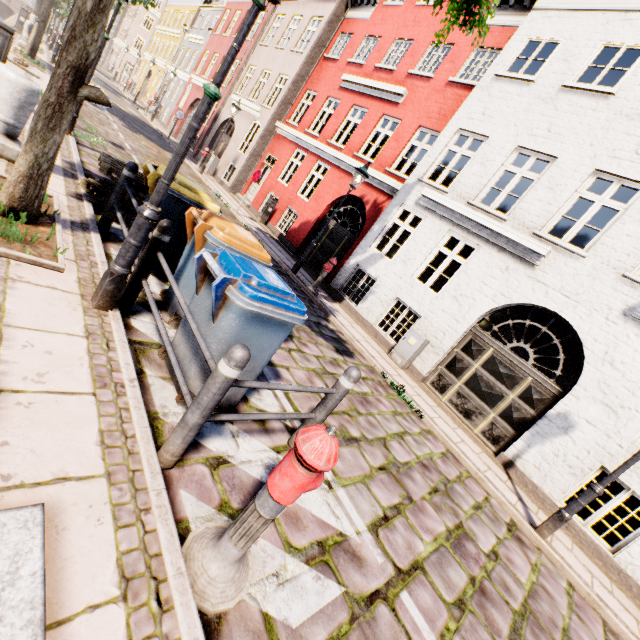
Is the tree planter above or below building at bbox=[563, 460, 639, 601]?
below

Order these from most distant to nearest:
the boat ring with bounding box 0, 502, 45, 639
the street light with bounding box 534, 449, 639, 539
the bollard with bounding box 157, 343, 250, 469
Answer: the street light with bounding box 534, 449, 639, 539, the bollard with bounding box 157, 343, 250, 469, the boat ring with bounding box 0, 502, 45, 639

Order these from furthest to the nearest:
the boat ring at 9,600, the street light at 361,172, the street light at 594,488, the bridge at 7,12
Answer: the bridge at 7,12, the street light at 361,172, the street light at 594,488, the boat ring at 9,600

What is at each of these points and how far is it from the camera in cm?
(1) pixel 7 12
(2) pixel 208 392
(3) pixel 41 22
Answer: (1) bridge, 3219
(2) bollard, 212
(3) tree, 1205

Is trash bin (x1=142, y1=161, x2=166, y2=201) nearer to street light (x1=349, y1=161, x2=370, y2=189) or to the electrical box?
street light (x1=349, y1=161, x2=370, y2=189)

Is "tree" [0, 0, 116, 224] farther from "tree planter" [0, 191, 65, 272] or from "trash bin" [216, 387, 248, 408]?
"trash bin" [216, 387, 248, 408]

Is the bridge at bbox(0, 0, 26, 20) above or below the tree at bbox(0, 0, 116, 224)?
below

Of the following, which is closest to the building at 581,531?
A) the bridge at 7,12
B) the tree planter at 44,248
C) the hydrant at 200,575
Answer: the hydrant at 200,575
